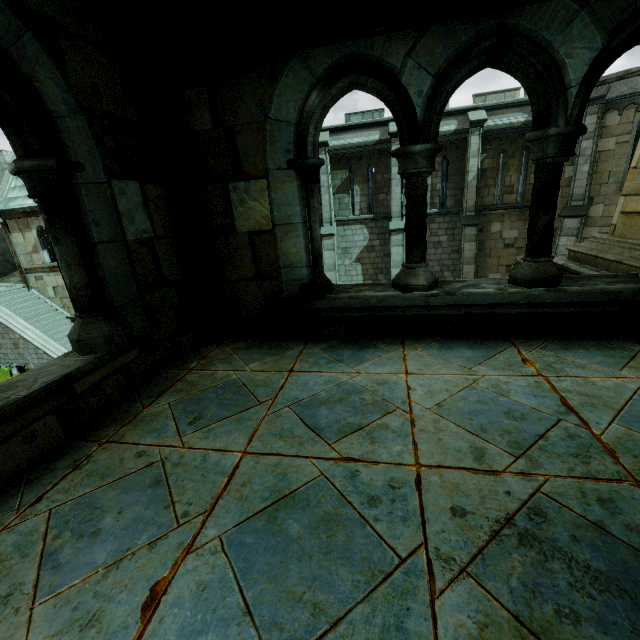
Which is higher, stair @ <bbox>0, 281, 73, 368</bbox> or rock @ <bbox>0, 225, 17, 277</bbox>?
rock @ <bbox>0, 225, 17, 277</bbox>

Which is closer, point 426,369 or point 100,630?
point 100,630

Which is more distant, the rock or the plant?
the rock

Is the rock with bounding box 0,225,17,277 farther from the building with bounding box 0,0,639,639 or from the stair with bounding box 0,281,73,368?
the building with bounding box 0,0,639,639

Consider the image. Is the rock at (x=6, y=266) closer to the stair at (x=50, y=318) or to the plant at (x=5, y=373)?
the stair at (x=50, y=318)

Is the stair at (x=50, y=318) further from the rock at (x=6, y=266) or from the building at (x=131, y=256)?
the building at (x=131, y=256)

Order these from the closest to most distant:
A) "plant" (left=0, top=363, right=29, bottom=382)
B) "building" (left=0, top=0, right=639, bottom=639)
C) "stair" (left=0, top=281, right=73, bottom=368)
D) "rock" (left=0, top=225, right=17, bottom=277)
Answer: "building" (left=0, top=0, right=639, bottom=639), "plant" (left=0, top=363, right=29, bottom=382), "stair" (left=0, top=281, right=73, bottom=368), "rock" (left=0, top=225, right=17, bottom=277)

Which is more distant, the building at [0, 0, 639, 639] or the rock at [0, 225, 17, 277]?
the rock at [0, 225, 17, 277]
